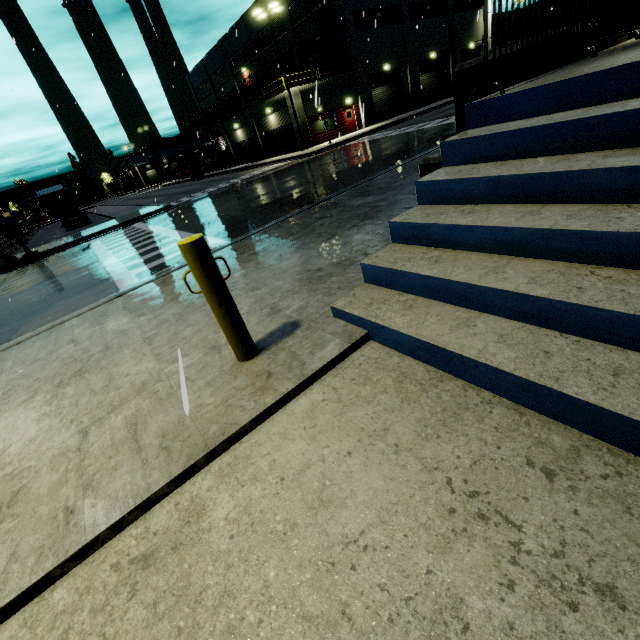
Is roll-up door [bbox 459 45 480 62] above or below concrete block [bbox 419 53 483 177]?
above

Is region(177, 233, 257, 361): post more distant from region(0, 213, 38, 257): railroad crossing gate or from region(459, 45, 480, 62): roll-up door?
region(459, 45, 480, 62): roll-up door

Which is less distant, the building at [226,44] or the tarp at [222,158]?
the building at [226,44]

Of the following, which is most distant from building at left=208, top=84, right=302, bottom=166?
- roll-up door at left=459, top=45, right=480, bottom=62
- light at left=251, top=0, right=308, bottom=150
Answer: light at left=251, top=0, right=308, bottom=150

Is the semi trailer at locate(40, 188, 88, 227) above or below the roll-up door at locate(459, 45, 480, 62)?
below

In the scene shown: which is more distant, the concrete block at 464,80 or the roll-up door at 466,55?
the roll-up door at 466,55

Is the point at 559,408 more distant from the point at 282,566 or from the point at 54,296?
the point at 54,296

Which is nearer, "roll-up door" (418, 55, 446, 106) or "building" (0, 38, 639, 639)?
"building" (0, 38, 639, 639)
